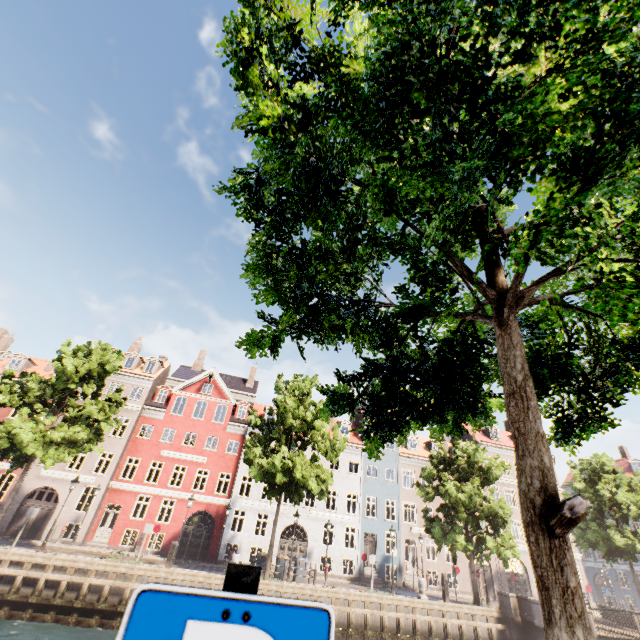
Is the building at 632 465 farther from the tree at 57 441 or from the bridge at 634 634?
the bridge at 634 634

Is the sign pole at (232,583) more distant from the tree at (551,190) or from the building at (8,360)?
the building at (8,360)

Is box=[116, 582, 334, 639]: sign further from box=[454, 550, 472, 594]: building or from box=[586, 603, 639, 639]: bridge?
box=[454, 550, 472, 594]: building

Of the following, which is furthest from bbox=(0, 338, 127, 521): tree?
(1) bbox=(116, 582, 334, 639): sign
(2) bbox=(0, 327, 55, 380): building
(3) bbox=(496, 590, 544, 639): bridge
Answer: (2) bbox=(0, 327, 55, 380): building

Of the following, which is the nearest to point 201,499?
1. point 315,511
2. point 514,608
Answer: point 315,511

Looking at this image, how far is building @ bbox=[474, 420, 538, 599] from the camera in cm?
3003

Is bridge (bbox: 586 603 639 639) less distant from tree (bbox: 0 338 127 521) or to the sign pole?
tree (bbox: 0 338 127 521)
